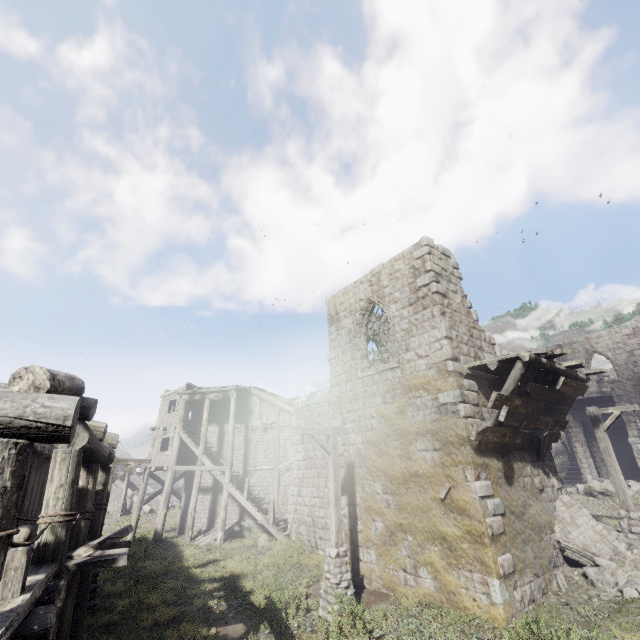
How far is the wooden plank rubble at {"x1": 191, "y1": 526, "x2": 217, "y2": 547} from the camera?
19.8m

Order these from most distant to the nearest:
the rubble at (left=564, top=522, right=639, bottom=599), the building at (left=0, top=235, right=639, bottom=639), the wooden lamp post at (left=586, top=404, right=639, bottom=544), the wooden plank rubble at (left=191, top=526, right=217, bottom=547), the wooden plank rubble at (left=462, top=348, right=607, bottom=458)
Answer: the wooden plank rubble at (left=191, top=526, right=217, bottom=547)
the wooden lamp post at (left=586, top=404, right=639, bottom=544)
the wooden plank rubble at (left=462, top=348, right=607, bottom=458)
the rubble at (left=564, top=522, right=639, bottom=599)
the building at (left=0, top=235, right=639, bottom=639)

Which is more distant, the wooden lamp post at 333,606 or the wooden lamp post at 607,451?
the wooden lamp post at 607,451

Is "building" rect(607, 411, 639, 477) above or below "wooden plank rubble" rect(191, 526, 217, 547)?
above

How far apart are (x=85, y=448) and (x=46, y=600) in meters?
2.3

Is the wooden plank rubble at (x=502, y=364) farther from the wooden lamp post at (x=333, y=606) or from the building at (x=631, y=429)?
the wooden lamp post at (x=333, y=606)

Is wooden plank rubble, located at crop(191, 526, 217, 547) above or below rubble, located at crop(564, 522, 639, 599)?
below

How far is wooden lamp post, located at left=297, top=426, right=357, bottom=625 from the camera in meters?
8.7
